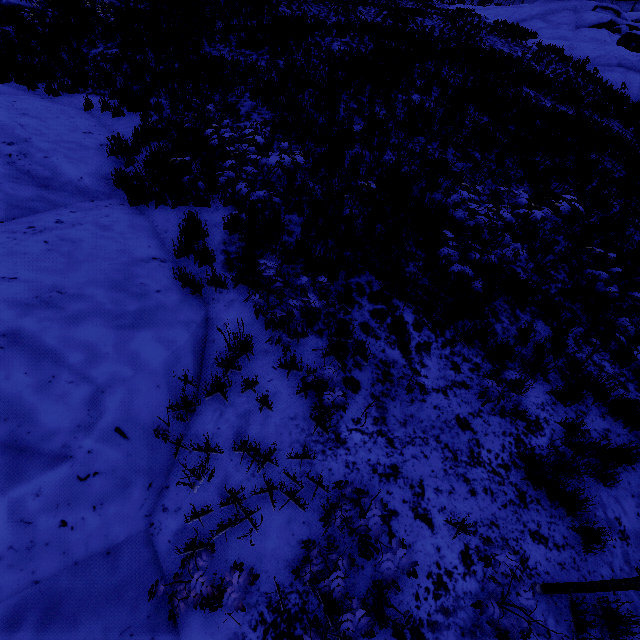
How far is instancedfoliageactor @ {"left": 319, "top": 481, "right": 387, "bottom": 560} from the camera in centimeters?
264cm

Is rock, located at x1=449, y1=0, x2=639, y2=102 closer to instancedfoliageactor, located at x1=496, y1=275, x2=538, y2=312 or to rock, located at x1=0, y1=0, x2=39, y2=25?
instancedfoliageactor, located at x1=496, y1=275, x2=538, y2=312

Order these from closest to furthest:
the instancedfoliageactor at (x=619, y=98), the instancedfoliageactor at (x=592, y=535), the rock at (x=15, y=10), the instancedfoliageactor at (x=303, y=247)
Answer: the instancedfoliageactor at (x=592, y=535) < the instancedfoliageactor at (x=303, y=247) < the rock at (x=15, y=10) < the instancedfoliageactor at (x=619, y=98)

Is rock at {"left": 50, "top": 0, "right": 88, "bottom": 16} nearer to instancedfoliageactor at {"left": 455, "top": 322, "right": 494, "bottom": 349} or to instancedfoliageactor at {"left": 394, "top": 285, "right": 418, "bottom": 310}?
instancedfoliageactor at {"left": 394, "top": 285, "right": 418, "bottom": 310}

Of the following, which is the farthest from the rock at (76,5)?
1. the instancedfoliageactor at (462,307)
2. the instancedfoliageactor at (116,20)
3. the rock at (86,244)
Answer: the instancedfoliageactor at (462,307)

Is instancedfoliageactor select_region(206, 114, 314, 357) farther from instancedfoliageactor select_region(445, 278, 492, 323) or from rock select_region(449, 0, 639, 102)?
rock select_region(449, 0, 639, 102)

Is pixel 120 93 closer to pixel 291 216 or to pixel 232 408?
pixel 291 216
